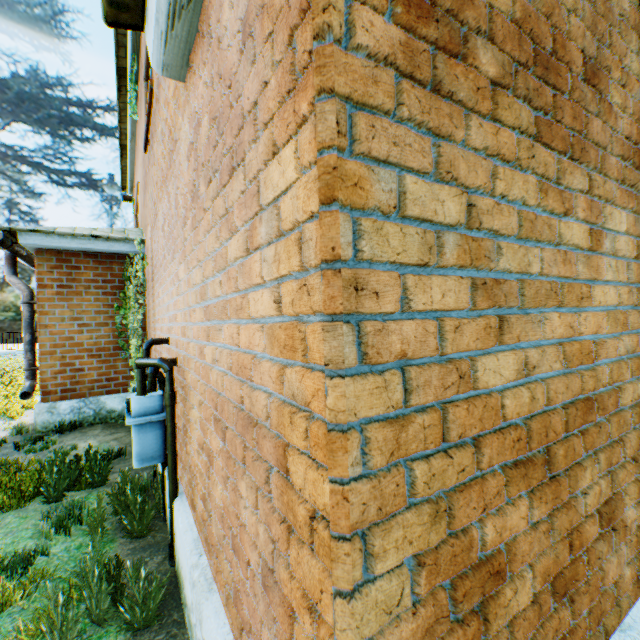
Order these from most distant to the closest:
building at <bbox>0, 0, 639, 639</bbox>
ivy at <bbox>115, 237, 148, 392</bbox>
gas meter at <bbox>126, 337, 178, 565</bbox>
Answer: ivy at <bbox>115, 237, 148, 392</bbox> < gas meter at <bbox>126, 337, 178, 565</bbox> < building at <bbox>0, 0, 639, 639</bbox>

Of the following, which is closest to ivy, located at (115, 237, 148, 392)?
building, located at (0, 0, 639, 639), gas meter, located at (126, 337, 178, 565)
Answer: building, located at (0, 0, 639, 639)

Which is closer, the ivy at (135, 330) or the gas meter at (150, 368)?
the gas meter at (150, 368)

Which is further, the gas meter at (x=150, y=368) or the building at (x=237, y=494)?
the gas meter at (x=150, y=368)

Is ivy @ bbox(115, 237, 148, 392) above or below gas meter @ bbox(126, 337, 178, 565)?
above

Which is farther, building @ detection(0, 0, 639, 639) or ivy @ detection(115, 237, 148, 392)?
ivy @ detection(115, 237, 148, 392)

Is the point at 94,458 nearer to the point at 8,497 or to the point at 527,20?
the point at 8,497
